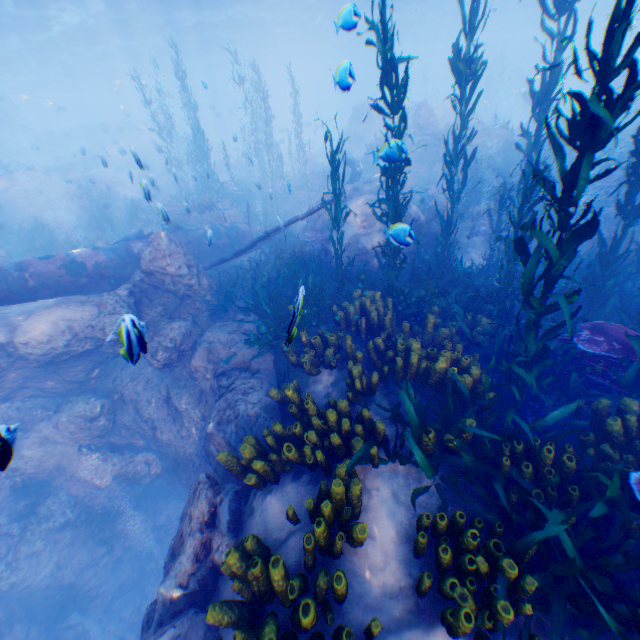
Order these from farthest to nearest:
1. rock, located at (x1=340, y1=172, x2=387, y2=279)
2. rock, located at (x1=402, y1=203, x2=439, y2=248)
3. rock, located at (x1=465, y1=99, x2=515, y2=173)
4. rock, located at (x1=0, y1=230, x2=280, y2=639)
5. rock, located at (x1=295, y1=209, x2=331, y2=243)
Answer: rock, located at (x1=465, y1=99, x2=515, y2=173) → rock, located at (x1=295, y1=209, x2=331, y2=243) → rock, located at (x1=402, y1=203, x2=439, y2=248) → rock, located at (x1=340, y1=172, x2=387, y2=279) → rock, located at (x1=0, y1=230, x2=280, y2=639)

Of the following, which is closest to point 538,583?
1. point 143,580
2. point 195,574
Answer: point 195,574

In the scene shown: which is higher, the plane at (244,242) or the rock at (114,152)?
the rock at (114,152)

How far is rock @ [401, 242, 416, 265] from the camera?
5.6 meters

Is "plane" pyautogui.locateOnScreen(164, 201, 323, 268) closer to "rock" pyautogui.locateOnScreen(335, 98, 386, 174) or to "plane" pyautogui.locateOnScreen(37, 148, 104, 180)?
"rock" pyautogui.locateOnScreen(335, 98, 386, 174)

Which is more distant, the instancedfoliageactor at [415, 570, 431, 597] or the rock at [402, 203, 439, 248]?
the rock at [402, 203, 439, 248]

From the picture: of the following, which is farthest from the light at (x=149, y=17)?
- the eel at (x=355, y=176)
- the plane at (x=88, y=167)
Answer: the eel at (x=355, y=176)

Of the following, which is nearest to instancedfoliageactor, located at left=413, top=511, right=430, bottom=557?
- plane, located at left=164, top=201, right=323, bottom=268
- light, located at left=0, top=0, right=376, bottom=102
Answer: plane, located at left=164, top=201, right=323, bottom=268
